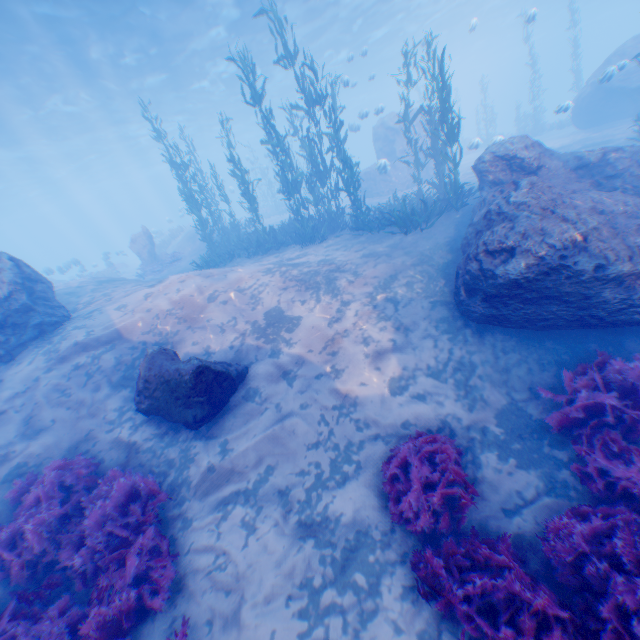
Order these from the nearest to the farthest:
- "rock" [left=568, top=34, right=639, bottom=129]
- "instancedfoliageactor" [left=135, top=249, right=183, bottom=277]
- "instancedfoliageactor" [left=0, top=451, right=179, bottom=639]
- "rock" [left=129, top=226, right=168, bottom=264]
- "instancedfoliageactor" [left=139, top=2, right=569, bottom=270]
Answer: "instancedfoliageactor" [left=0, top=451, right=179, bottom=639] → "instancedfoliageactor" [left=139, top=2, right=569, bottom=270] → "rock" [left=568, top=34, right=639, bottom=129] → "instancedfoliageactor" [left=135, top=249, right=183, bottom=277] → "rock" [left=129, top=226, right=168, bottom=264]

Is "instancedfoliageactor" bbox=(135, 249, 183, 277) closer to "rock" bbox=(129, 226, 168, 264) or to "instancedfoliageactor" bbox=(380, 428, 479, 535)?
"rock" bbox=(129, 226, 168, 264)

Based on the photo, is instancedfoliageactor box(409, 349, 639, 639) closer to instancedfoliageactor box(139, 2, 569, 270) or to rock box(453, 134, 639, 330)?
rock box(453, 134, 639, 330)

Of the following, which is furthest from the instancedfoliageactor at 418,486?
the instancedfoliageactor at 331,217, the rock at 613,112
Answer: the instancedfoliageactor at 331,217

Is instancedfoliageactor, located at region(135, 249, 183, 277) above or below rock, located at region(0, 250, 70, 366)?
below

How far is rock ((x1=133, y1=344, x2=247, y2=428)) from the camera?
5.55m

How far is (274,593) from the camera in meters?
4.1

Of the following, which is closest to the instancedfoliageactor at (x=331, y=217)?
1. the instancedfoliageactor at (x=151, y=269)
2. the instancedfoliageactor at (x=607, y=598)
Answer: the instancedfoliageactor at (x=607, y=598)
